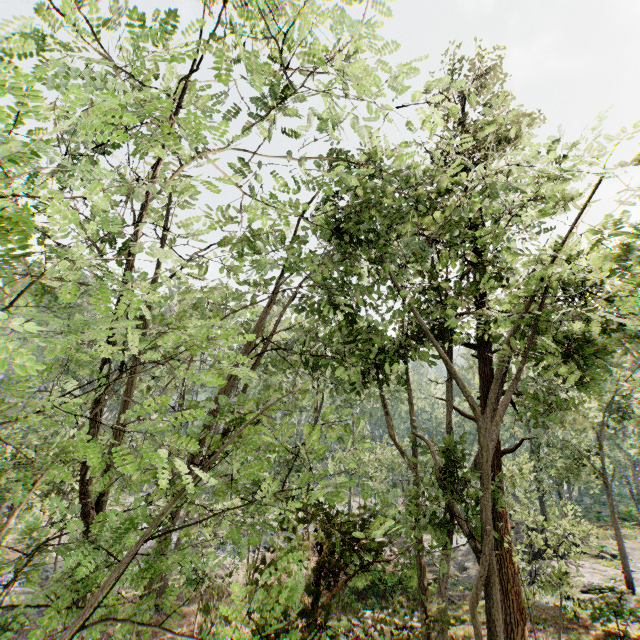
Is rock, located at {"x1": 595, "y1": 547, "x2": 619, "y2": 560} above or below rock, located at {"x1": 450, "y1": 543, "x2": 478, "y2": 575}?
above

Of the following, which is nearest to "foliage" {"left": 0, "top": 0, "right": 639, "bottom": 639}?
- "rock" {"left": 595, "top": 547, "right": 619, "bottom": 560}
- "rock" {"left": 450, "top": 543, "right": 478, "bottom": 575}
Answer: "rock" {"left": 450, "top": 543, "right": 478, "bottom": 575}

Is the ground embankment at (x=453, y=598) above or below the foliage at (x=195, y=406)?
below

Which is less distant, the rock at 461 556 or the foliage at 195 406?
the foliage at 195 406

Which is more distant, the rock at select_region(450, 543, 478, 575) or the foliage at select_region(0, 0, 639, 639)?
the rock at select_region(450, 543, 478, 575)

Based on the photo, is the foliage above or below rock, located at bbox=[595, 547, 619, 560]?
above

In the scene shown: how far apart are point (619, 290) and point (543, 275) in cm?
272

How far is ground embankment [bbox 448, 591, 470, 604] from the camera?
17.2m
